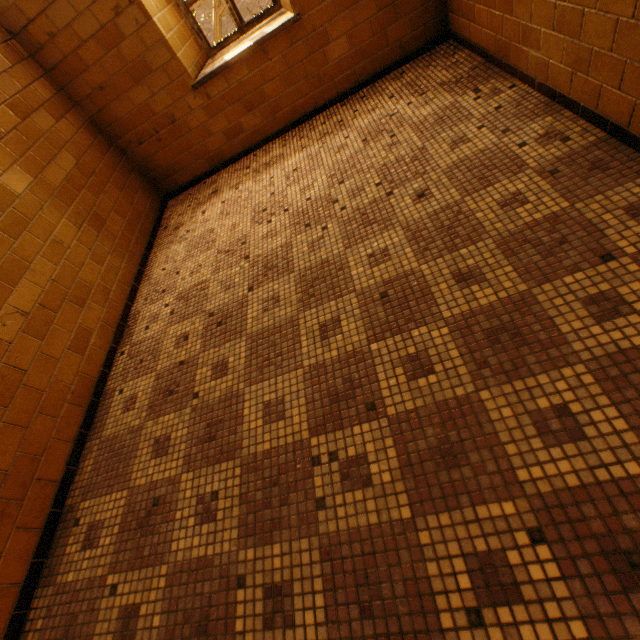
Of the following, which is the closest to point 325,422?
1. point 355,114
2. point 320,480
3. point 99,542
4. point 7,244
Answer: point 320,480
